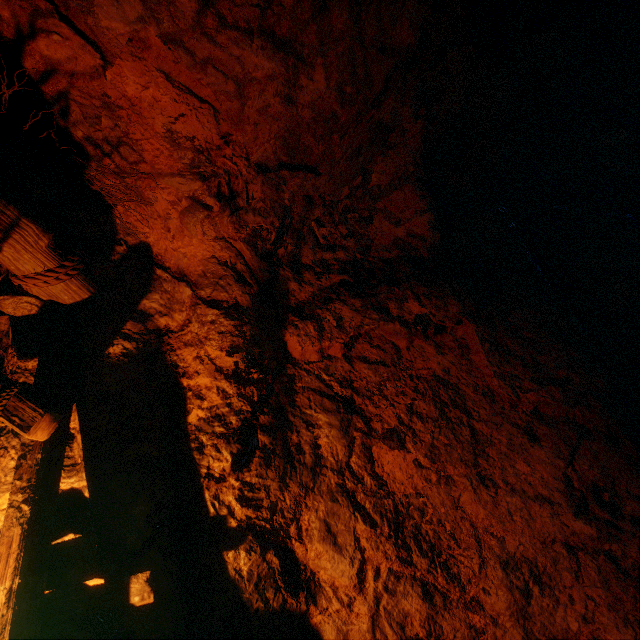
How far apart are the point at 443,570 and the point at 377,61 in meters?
3.7 m

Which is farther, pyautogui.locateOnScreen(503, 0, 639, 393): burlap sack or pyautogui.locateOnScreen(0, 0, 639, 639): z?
pyautogui.locateOnScreen(503, 0, 639, 393): burlap sack

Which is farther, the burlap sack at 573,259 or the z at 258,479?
the burlap sack at 573,259
